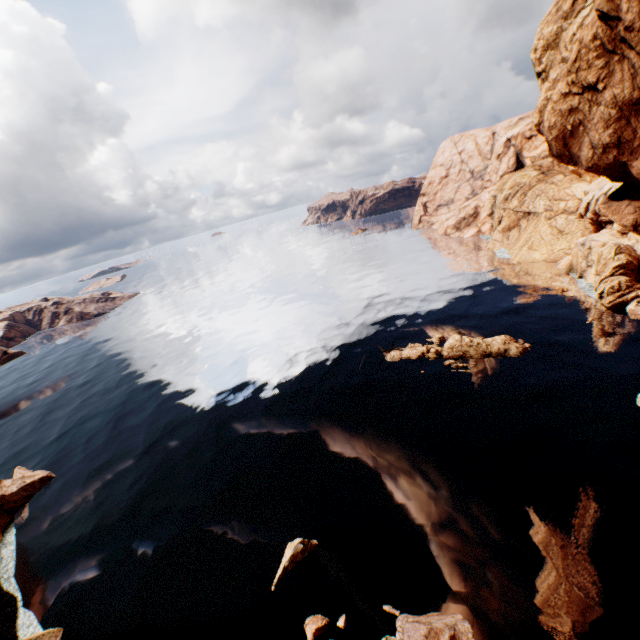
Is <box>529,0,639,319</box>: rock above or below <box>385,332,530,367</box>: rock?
above

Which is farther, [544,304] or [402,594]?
[544,304]

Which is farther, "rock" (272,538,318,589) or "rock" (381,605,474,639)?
"rock" (272,538,318,589)

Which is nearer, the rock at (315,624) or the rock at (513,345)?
the rock at (315,624)

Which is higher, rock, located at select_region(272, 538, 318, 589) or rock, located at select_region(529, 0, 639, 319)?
rock, located at select_region(529, 0, 639, 319)

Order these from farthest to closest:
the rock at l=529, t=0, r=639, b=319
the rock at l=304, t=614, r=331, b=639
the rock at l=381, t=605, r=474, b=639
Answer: the rock at l=304, t=614, r=331, b=639, the rock at l=381, t=605, r=474, b=639, the rock at l=529, t=0, r=639, b=319
